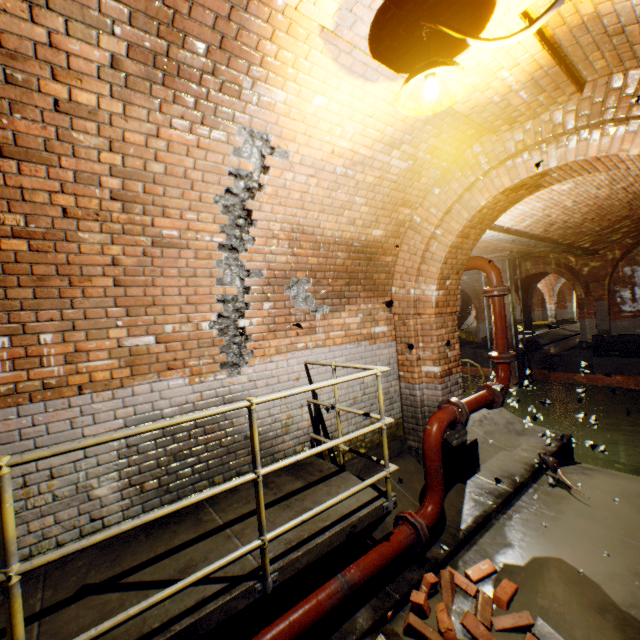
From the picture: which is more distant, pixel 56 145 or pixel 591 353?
pixel 591 353

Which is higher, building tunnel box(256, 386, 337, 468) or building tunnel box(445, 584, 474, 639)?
building tunnel box(256, 386, 337, 468)

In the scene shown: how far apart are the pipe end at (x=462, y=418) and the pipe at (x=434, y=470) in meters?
0.1 m

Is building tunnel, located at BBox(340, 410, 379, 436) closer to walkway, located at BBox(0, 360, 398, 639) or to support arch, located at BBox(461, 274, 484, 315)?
walkway, located at BBox(0, 360, 398, 639)

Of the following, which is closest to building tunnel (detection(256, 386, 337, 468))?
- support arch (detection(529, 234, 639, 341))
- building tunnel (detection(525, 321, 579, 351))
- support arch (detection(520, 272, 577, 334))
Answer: support arch (detection(529, 234, 639, 341))

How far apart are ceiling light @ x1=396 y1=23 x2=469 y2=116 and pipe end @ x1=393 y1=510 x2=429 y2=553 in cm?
373

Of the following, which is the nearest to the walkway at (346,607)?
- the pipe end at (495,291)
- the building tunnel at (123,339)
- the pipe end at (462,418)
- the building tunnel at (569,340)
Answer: the building tunnel at (123,339)

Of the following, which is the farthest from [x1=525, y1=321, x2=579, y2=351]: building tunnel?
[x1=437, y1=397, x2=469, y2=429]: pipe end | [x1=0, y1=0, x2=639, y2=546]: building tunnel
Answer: [x1=437, y1=397, x2=469, y2=429]: pipe end
